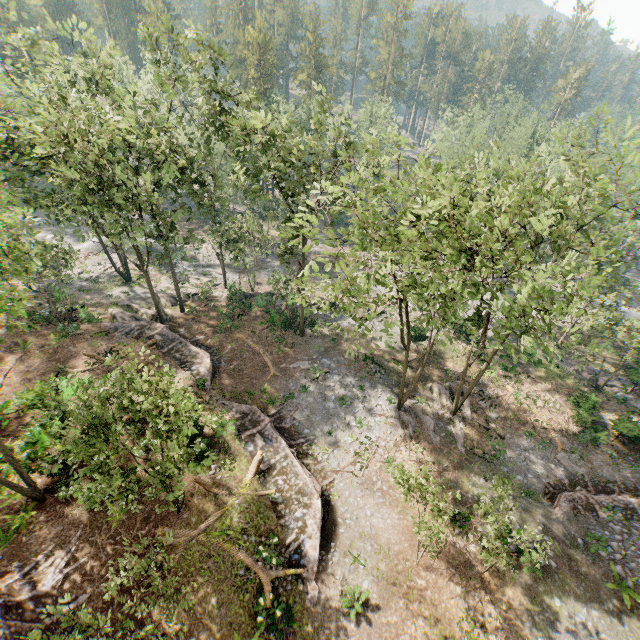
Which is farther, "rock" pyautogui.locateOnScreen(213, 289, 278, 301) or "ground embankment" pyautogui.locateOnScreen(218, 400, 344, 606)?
"rock" pyautogui.locateOnScreen(213, 289, 278, 301)

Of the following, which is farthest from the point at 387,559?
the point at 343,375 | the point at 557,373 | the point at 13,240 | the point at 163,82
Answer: the point at 13,240

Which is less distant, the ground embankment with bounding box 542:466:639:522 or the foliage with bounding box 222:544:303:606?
the foliage with bounding box 222:544:303:606

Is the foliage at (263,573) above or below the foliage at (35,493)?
below

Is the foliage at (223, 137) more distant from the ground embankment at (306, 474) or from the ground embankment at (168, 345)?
the ground embankment at (306, 474)

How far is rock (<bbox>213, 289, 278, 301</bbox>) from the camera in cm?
3456

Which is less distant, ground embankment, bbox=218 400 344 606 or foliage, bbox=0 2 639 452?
foliage, bbox=0 2 639 452

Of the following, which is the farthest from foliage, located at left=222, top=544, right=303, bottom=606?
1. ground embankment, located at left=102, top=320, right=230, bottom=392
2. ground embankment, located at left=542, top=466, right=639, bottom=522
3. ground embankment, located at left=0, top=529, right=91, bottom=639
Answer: ground embankment, located at left=0, top=529, right=91, bottom=639
